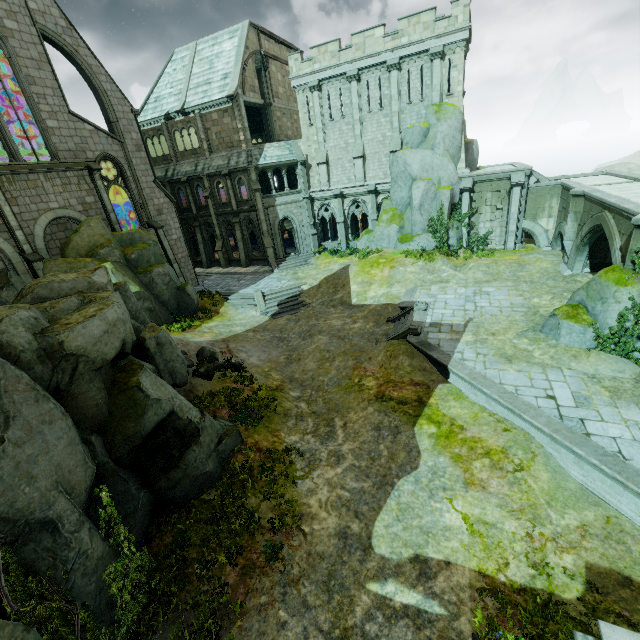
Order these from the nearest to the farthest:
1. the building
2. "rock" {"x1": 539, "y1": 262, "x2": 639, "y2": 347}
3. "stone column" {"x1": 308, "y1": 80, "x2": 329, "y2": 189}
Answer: "rock" {"x1": 539, "y1": 262, "x2": 639, "y2": 347}, the building, "stone column" {"x1": 308, "y1": 80, "x2": 329, "y2": 189}

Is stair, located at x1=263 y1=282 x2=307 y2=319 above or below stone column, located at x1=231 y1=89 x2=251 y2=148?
below

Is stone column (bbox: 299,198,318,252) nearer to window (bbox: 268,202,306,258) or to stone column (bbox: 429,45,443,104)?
window (bbox: 268,202,306,258)

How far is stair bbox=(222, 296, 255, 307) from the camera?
24.8 meters

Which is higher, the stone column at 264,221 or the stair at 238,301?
the stone column at 264,221

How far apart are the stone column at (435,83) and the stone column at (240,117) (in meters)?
15.18

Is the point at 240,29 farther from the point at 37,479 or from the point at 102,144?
the point at 37,479

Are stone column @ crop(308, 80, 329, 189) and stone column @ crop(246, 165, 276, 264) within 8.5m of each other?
yes
